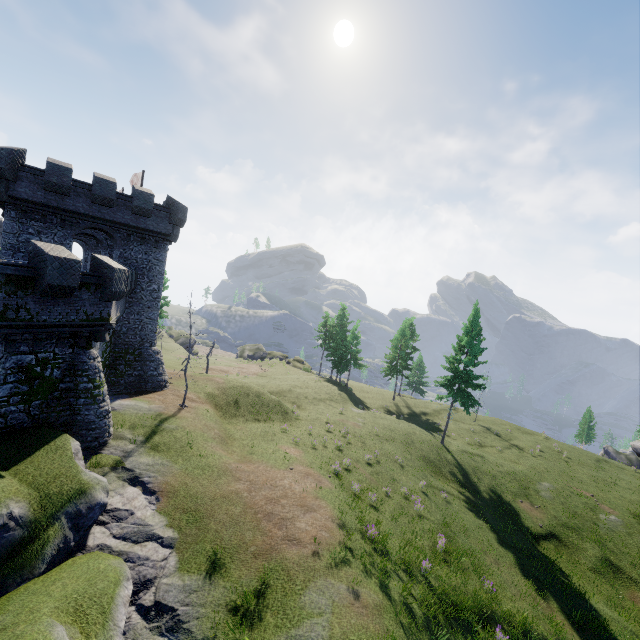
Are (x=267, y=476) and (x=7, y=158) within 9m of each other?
no
